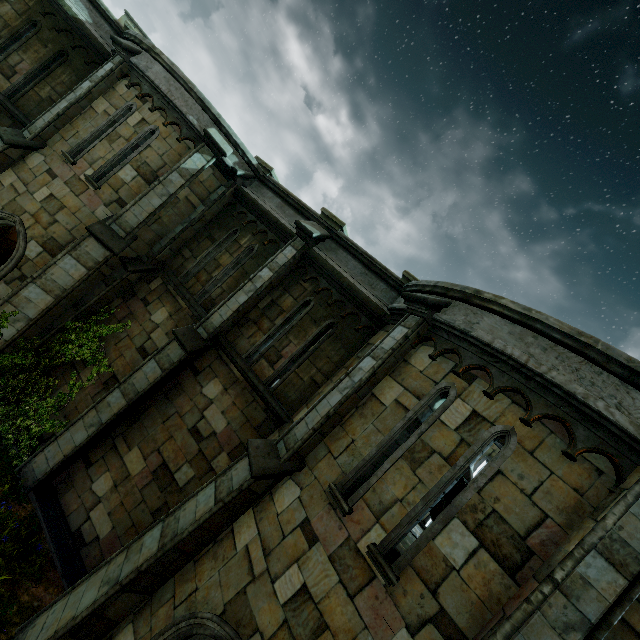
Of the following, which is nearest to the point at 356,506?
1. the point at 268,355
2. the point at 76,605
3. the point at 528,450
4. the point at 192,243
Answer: the point at 528,450

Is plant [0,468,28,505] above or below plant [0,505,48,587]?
below

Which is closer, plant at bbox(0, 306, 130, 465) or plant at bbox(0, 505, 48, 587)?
plant at bbox(0, 505, 48, 587)

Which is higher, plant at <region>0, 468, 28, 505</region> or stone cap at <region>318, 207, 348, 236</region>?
stone cap at <region>318, 207, 348, 236</region>

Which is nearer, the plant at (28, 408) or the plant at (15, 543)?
the plant at (15, 543)

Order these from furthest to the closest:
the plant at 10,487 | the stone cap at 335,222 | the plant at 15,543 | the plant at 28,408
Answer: the stone cap at 335,222 → the plant at 28,408 → the plant at 10,487 → the plant at 15,543
